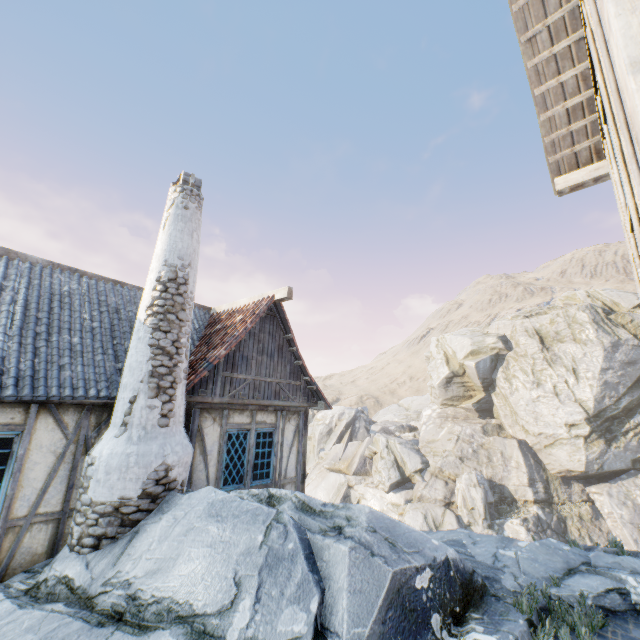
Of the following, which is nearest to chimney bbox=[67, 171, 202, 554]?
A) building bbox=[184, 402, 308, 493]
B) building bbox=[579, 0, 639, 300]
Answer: building bbox=[184, 402, 308, 493]

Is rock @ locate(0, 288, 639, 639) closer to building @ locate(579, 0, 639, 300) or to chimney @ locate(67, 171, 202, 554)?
chimney @ locate(67, 171, 202, 554)

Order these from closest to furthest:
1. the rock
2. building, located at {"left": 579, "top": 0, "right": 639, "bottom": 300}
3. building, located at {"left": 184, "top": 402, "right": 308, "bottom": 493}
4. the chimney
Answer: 1. building, located at {"left": 579, "top": 0, "right": 639, "bottom": 300}
2. the rock
3. the chimney
4. building, located at {"left": 184, "top": 402, "right": 308, "bottom": 493}

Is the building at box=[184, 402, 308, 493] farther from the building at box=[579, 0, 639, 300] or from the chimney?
the building at box=[579, 0, 639, 300]

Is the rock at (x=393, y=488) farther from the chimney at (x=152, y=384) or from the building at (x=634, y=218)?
the building at (x=634, y=218)

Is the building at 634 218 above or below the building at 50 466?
above

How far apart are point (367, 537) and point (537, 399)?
29.9m
